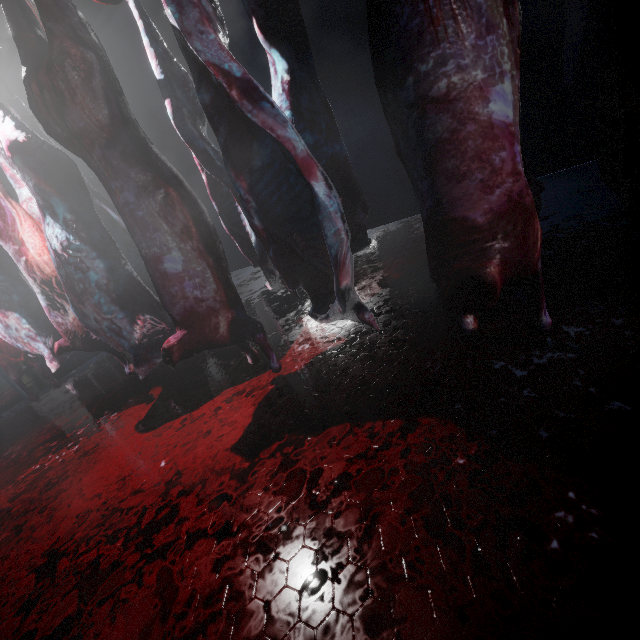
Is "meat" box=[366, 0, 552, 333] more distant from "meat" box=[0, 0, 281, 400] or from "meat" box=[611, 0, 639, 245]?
"meat" box=[0, 0, 281, 400]

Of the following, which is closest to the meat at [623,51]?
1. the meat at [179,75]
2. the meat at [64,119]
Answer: the meat at [179,75]

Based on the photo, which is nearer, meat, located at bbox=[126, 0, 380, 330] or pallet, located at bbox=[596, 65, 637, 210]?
meat, located at bbox=[126, 0, 380, 330]

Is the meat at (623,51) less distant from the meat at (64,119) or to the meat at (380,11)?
the meat at (380,11)

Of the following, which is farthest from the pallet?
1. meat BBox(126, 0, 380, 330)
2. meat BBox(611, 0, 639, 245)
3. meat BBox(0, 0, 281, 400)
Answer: meat BBox(0, 0, 281, 400)

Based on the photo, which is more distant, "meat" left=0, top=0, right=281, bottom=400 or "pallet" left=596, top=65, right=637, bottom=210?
"pallet" left=596, top=65, right=637, bottom=210

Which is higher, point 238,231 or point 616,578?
point 238,231
